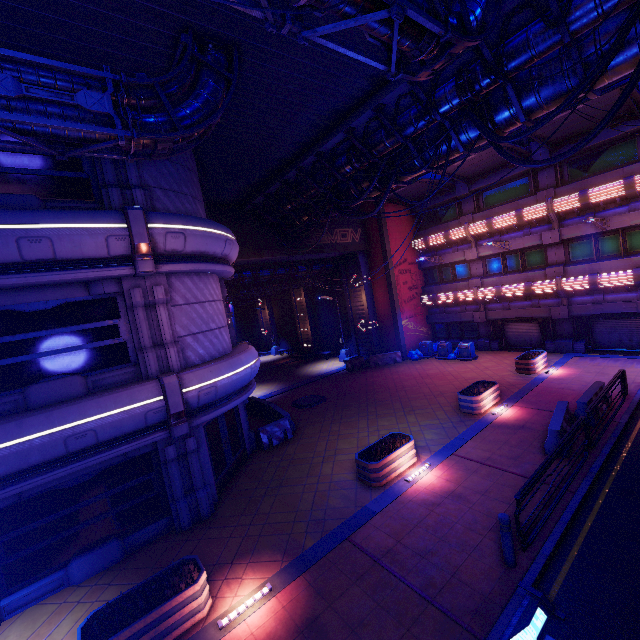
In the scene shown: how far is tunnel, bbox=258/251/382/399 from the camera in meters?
25.2

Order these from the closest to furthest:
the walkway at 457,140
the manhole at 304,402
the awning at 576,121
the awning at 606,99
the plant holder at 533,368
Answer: the walkway at 457,140, the awning at 606,99, the awning at 576,121, the plant holder at 533,368, the manhole at 304,402

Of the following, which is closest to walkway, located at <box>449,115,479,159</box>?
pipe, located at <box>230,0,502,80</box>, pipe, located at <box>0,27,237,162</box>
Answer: pipe, located at <box>230,0,502,80</box>

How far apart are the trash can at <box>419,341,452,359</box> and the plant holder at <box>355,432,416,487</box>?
13.36m

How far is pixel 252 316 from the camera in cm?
4625

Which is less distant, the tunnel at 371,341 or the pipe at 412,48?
the pipe at 412,48

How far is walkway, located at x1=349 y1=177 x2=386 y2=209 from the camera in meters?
14.3 m

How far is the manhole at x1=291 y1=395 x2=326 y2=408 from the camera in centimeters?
1859cm
